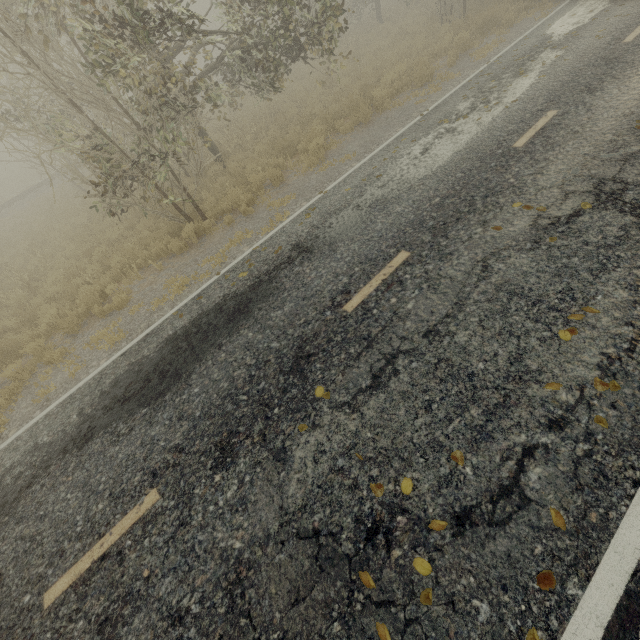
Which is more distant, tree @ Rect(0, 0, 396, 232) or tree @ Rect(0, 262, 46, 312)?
tree @ Rect(0, 262, 46, 312)

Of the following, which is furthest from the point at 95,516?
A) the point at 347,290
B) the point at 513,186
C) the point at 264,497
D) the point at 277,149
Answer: the point at 277,149

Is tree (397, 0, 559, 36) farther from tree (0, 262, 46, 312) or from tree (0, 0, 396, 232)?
tree (0, 262, 46, 312)

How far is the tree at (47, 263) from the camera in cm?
1114

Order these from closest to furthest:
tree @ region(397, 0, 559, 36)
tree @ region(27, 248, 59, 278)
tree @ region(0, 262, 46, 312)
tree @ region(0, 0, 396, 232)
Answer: tree @ region(0, 0, 396, 232) → tree @ region(0, 262, 46, 312) → tree @ region(27, 248, 59, 278) → tree @ region(397, 0, 559, 36)

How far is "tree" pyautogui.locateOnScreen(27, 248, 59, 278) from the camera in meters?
11.1

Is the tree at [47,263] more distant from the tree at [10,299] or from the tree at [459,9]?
the tree at [459,9]
